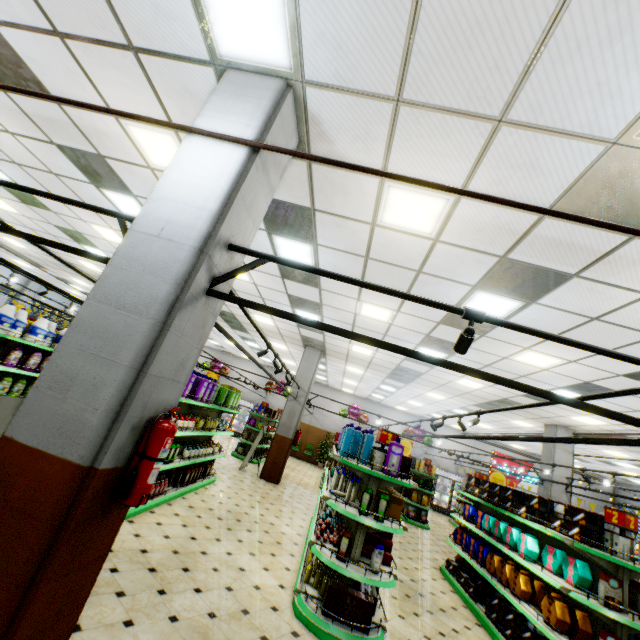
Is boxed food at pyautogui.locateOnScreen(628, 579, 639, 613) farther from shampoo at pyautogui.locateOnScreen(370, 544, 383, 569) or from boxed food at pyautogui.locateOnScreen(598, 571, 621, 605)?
shampoo at pyautogui.locateOnScreen(370, 544, 383, 569)

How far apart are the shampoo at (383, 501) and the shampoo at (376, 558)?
0.38m

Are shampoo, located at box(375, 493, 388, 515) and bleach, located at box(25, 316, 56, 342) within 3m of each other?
no

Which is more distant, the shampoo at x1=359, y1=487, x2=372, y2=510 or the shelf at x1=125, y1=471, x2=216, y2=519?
the shelf at x1=125, y1=471, x2=216, y2=519

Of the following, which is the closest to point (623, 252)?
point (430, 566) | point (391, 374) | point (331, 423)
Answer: point (430, 566)

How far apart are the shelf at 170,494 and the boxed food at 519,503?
6.1m

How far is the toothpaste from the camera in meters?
4.7

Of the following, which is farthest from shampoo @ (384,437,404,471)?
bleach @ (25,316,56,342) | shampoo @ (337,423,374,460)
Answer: bleach @ (25,316,56,342)
